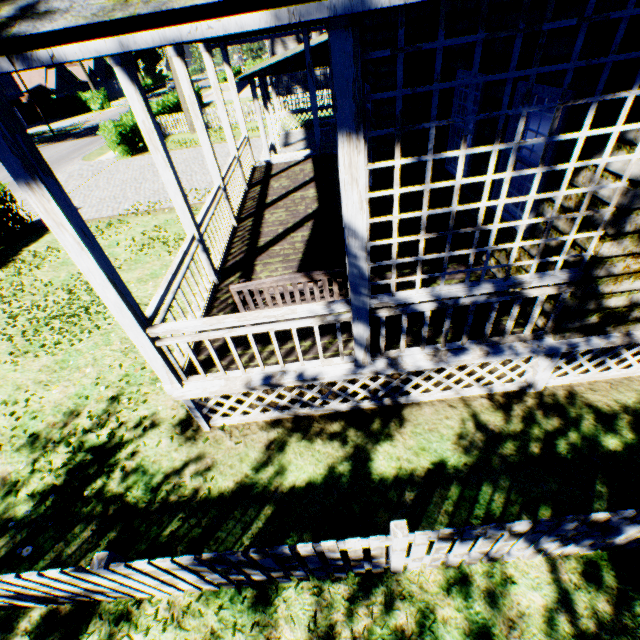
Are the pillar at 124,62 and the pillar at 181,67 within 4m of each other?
yes

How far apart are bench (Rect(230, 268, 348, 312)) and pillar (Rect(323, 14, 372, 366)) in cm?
57

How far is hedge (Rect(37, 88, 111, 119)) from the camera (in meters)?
45.66

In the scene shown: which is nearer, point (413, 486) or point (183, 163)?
point (413, 486)

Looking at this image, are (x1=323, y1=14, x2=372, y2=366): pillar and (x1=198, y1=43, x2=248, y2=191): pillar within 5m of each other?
no

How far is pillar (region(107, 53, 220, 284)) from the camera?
4.0m

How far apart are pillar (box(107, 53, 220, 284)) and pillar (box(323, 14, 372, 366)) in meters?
3.2 m

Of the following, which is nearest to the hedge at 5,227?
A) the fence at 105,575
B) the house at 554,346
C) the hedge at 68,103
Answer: the fence at 105,575
